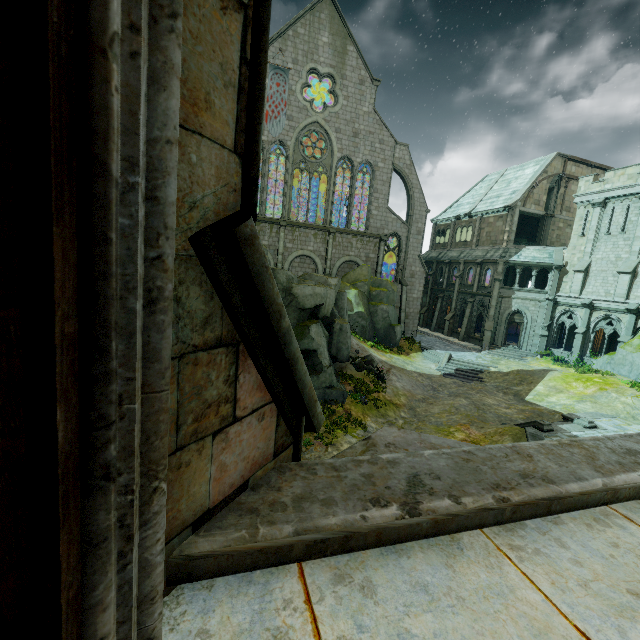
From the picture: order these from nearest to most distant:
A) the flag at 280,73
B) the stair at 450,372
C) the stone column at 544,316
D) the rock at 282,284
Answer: the rock at 282,284 < the stair at 450,372 < the flag at 280,73 < the stone column at 544,316

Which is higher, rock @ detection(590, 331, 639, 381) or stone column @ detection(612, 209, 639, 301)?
stone column @ detection(612, 209, 639, 301)

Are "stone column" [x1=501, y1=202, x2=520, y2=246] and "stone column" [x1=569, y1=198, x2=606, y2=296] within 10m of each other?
yes

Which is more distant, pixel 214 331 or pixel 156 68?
pixel 214 331

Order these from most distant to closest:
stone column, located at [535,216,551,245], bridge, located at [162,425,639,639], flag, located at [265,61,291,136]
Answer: stone column, located at [535,216,551,245] < flag, located at [265,61,291,136] < bridge, located at [162,425,639,639]

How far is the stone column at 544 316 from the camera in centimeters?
3038cm

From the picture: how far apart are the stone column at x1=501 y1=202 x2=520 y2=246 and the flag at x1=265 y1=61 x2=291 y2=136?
23.6m

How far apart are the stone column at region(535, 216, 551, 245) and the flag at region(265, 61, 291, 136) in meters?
27.7
